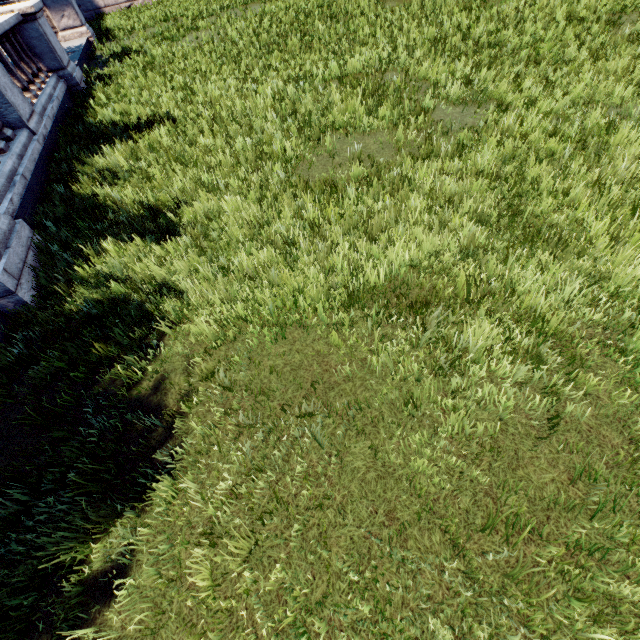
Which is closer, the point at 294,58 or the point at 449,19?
the point at 449,19
